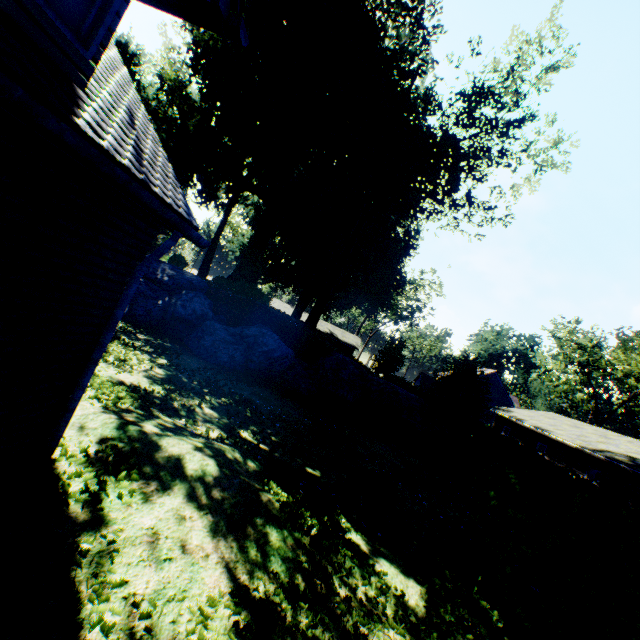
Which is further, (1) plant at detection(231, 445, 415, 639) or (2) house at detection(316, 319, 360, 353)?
(2) house at detection(316, 319, 360, 353)

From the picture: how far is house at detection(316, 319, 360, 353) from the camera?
53.66m

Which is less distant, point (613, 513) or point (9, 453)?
point (9, 453)

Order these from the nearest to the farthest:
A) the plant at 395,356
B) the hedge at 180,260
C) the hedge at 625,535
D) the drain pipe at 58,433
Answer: Answer: the drain pipe at 58,433, the hedge at 625,535, the plant at 395,356, the hedge at 180,260

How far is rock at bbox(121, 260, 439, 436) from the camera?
14.2 meters

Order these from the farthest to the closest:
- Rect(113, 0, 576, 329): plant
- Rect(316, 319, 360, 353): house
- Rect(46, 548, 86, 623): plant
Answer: Rect(316, 319, 360, 353): house < Rect(113, 0, 576, 329): plant < Rect(46, 548, 86, 623): plant

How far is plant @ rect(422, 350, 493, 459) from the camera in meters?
14.3 m

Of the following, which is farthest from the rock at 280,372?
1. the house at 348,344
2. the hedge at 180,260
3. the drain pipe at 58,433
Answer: the house at 348,344
